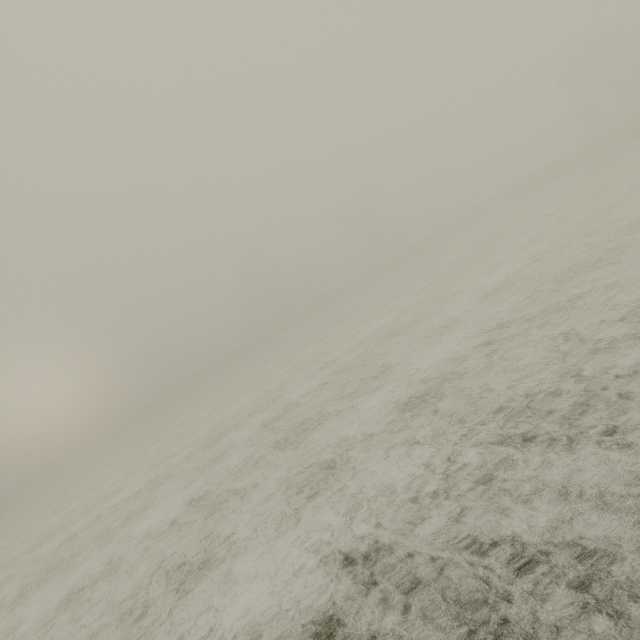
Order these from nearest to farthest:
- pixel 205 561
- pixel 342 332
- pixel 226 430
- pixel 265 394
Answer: pixel 205 561 → pixel 226 430 → pixel 265 394 → pixel 342 332
